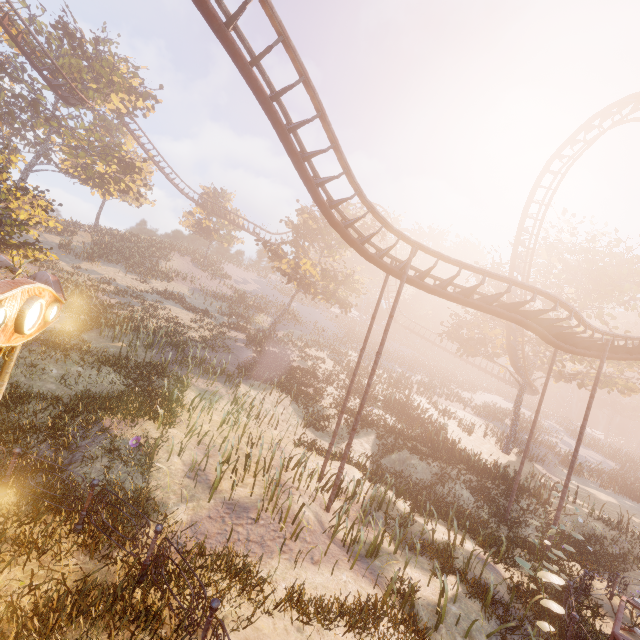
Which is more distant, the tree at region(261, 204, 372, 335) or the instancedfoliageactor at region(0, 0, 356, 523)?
the tree at region(261, 204, 372, 335)

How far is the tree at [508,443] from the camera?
26.3m

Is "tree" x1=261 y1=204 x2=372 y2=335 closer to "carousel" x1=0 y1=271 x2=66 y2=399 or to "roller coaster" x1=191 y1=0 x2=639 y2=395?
"roller coaster" x1=191 y1=0 x2=639 y2=395

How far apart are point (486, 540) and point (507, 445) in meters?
18.0 m

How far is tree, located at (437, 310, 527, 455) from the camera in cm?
2633

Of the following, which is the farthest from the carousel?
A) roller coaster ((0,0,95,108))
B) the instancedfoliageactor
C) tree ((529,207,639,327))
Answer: tree ((529,207,639,327))

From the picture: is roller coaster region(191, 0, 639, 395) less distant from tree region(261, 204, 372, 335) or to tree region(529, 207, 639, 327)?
tree region(529, 207, 639, 327)

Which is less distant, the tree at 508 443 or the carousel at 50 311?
the carousel at 50 311
